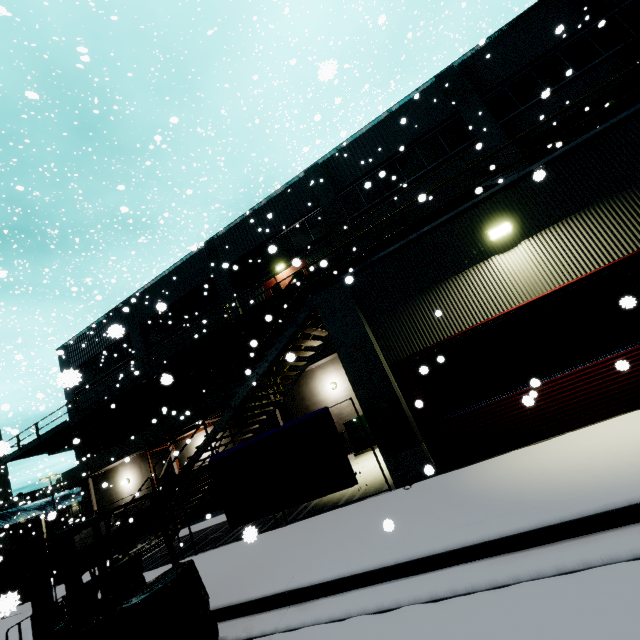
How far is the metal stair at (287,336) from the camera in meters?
9.0 m

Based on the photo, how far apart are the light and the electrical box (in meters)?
9.52

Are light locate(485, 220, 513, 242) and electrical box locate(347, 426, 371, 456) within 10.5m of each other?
yes

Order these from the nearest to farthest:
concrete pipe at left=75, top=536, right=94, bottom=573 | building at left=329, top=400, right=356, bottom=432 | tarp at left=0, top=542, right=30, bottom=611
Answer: tarp at left=0, top=542, right=30, bottom=611
concrete pipe at left=75, top=536, right=94, bottom=573
building at left=329, top=400, right=356, bottom=432

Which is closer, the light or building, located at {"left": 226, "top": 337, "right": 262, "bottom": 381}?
the light

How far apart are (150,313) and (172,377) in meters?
19.7 m

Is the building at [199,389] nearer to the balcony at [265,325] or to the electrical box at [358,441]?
the balcony at [265,325]

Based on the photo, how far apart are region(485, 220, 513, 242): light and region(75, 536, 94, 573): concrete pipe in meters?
20.7 m
